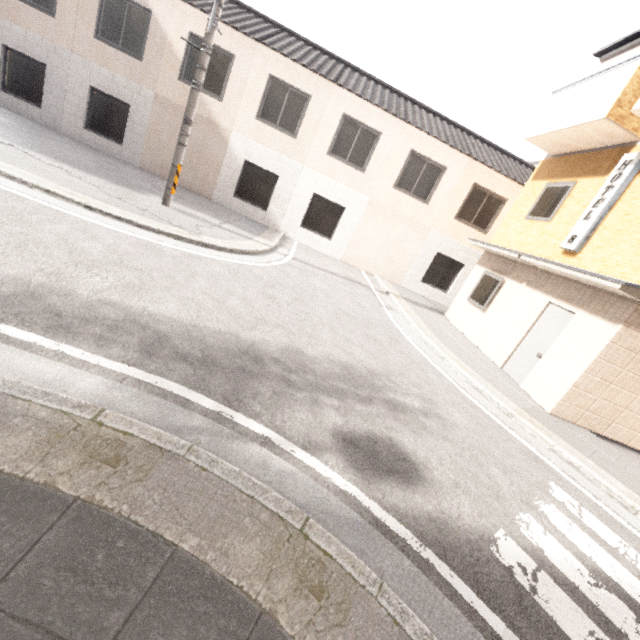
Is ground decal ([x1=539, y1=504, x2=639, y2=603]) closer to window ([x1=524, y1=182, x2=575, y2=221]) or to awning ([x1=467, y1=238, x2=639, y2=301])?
awning ([x1=467, y1=238, x2=639, y2=301])

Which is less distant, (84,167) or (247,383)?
(247,383)

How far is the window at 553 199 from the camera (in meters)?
8.98

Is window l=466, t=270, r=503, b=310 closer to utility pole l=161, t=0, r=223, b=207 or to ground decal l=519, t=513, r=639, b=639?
ground decal l=519, t=513, r=639, b=639

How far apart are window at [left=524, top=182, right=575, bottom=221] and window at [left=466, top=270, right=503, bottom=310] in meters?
1.8 m

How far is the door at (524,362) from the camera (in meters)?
7.61

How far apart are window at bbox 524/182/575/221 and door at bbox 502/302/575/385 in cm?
252

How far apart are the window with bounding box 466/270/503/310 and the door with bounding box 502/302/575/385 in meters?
1.9
